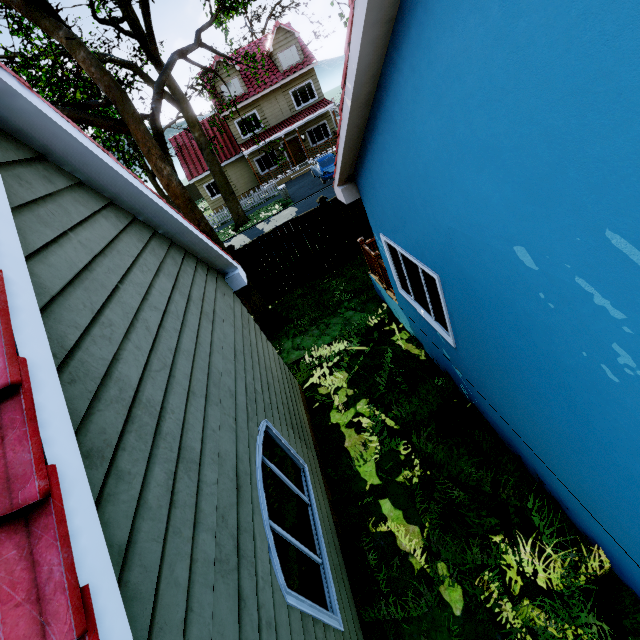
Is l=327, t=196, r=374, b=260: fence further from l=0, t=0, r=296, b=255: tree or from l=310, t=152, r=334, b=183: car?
l=310, t=152, r=334, b=183: car

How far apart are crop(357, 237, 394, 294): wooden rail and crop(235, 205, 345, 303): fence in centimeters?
262cm

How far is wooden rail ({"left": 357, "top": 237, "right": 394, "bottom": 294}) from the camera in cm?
756

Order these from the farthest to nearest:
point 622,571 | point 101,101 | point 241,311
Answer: point 101,101 → point 241,311 → point 622,571

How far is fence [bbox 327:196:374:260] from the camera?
10.64m

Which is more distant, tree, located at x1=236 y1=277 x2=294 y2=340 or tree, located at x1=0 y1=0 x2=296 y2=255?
tree, located at x1=236 y1=277 x2=294 y2=340

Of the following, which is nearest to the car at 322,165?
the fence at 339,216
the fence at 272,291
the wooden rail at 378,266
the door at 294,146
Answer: the fence at 339,216

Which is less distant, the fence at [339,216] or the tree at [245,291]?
the tree at [245,291]
